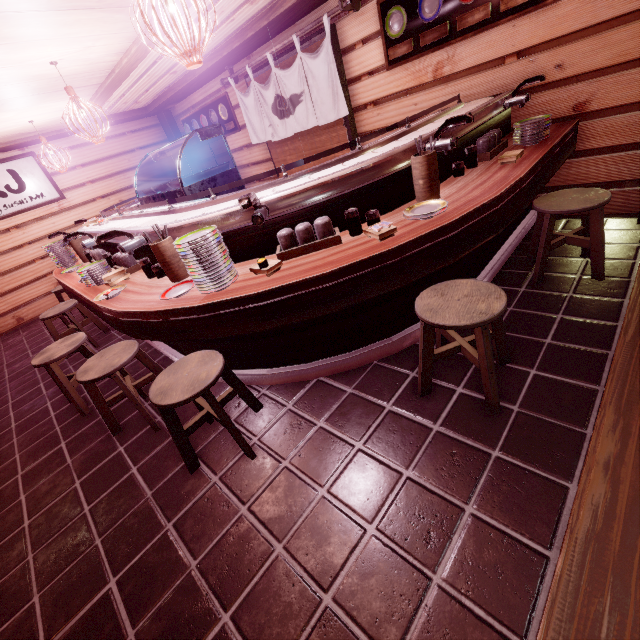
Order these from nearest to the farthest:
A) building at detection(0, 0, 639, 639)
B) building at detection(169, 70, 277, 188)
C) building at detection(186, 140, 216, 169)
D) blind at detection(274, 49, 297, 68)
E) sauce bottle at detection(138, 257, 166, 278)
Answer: building at detection(0, 0, 639, 639)
sauce bottle at detection(138, 257, 166, 278)
blind at detection(274, 49, 297, 68)
building at detection(169, 70, 277, 188)
building at detection(186, 140, 216, 169)

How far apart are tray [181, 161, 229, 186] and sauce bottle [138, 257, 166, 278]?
2.3m

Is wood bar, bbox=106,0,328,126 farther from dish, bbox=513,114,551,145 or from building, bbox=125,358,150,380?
dish, bbox=513,114,551,145

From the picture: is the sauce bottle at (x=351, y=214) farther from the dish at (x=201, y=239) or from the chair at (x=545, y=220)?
the chair at (x=545, y=220)

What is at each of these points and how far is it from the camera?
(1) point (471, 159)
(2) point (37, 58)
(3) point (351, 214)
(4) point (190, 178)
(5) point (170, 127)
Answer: (1) sauce bottle, 4.9 meters
(2) wood panel, 5.4 meters
(3) sauce bottle, 3.8 meters
(4) tray, 6.4 meters
(5) wood pole, 13.5 meters

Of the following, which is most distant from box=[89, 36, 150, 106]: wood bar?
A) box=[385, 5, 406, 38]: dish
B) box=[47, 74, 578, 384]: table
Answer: box=[47, 74, 578, 384]: table

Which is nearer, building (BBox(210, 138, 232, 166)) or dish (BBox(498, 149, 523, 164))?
dish (BBox(498, 149, 523, 164))

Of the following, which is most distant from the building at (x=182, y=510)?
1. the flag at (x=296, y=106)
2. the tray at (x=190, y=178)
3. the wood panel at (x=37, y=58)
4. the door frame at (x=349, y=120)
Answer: the tray at (x=190, y=178)
